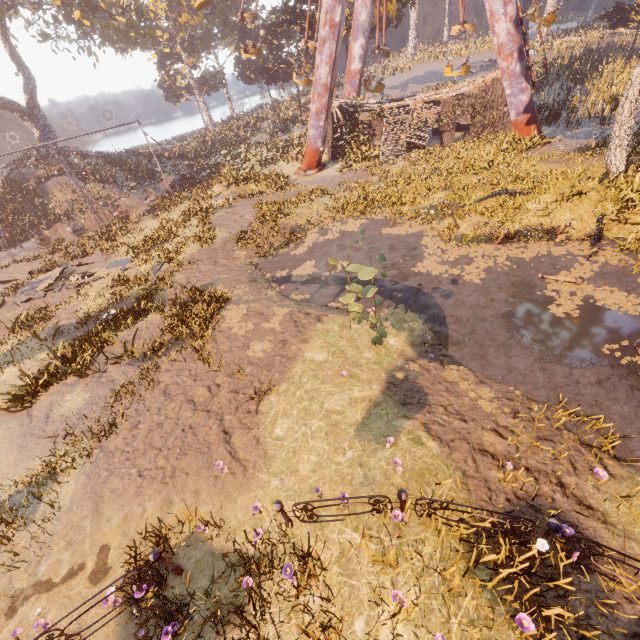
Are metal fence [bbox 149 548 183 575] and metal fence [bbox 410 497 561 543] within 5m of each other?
yes

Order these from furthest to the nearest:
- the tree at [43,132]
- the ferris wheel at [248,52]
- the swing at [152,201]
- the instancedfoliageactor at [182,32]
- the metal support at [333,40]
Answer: the tree at [43,132]
the swing at [152,201]
the ferris wheel at [248,52]
the metal support at [333,40]
the instancedfoliageactor at [182,32]

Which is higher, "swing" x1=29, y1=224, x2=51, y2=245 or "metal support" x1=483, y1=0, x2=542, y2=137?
"metal support" x1=483, y1=0, x2=542, y2=137

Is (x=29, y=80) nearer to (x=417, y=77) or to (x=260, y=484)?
(x=260, y=484)

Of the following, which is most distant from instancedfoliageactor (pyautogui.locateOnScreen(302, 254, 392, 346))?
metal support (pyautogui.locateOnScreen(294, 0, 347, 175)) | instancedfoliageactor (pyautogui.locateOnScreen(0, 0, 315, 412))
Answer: instancedfoliageactor (pyautogui.locateOnScreen(0, 0, 315, 412))

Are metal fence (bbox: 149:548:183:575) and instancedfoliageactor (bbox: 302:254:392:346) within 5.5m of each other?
no

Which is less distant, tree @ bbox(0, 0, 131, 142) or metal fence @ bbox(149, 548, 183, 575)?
metal fence @ bbox(149, 548, 183, 575)

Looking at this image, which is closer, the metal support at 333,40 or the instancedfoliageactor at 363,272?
the instancedfoliageactor at 363,272
